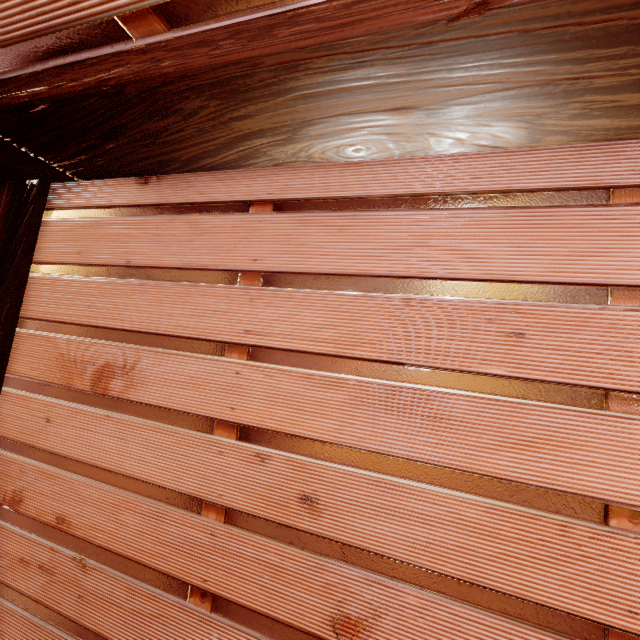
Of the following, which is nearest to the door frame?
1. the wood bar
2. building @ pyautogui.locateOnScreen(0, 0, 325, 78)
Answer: the wood bar

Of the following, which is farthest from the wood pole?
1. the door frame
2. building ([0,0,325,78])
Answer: building ([0,0,325,78])

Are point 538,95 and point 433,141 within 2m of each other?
yes

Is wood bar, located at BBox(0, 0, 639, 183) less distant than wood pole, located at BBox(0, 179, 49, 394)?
Yes

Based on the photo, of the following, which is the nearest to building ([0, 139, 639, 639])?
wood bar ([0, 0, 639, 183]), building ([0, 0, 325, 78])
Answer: wood bar ([0, 0, 639, 183])

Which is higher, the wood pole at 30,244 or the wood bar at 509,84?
the wood bar at 509,84

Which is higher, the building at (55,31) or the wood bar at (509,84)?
the building at (55,31)

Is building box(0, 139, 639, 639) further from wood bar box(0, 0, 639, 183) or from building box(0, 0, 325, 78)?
building box(0, 0, 325, 78)
